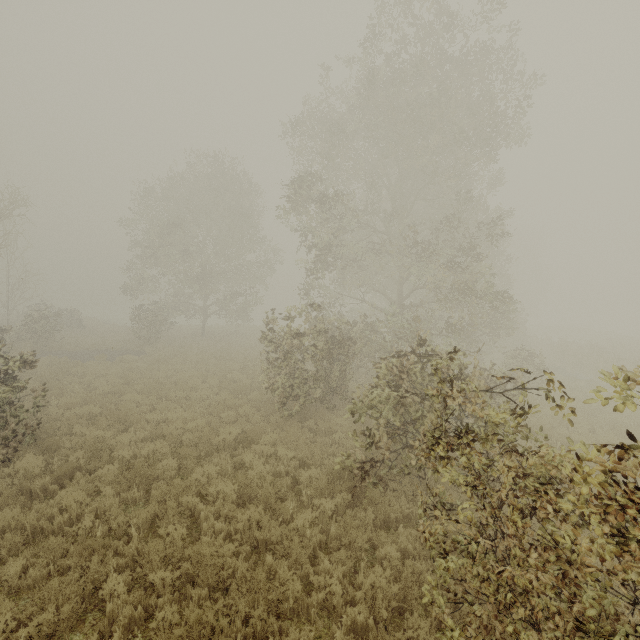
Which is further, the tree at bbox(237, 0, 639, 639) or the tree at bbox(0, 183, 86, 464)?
the tree at bbox(0, 183, 86, 464)

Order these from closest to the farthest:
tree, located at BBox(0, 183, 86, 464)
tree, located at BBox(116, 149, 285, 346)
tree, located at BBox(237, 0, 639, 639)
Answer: tree, located at BBox(237, 0, 639, 639) < tree, located at BBox(0, 183, 86, 464) < tree, located at BBox(116, 149, 285, 346)

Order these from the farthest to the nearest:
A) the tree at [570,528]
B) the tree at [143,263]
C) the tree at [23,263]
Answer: the tree at [143,263] → the tree at [23,263] → the tree at [570,528]

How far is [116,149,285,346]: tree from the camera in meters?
23.6 m

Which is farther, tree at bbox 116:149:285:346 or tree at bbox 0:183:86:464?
tree at bbox 116:149:285:346

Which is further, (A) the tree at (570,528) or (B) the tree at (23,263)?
(B) the tree at (23,263)

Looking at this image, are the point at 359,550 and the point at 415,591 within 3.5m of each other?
yes
